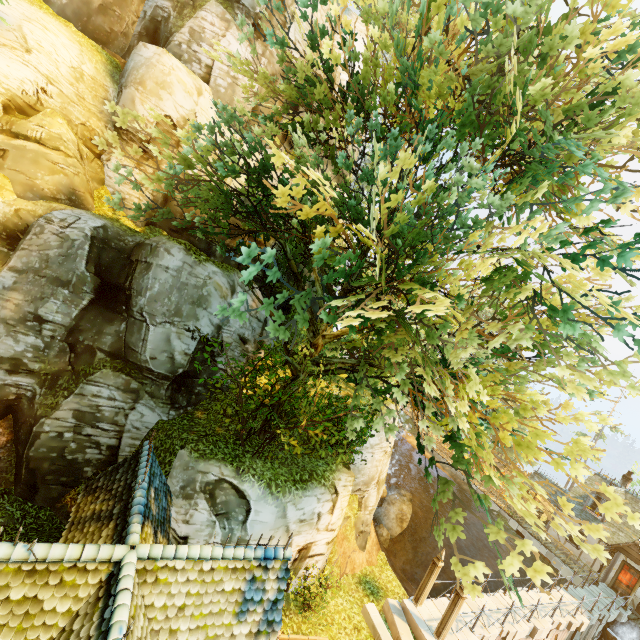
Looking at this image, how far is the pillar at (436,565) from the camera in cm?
1369

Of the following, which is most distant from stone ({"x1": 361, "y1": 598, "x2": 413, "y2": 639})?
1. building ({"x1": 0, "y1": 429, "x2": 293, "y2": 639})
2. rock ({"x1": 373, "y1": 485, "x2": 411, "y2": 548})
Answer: rock ({"x1": 373, "y1": 485, "x2": 411, "y2": 548})

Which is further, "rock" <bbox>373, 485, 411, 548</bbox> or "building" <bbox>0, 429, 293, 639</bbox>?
"rock" <bbox>373, 485, 411, 548</bbox>

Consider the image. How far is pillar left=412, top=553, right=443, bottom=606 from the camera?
13.7 meters

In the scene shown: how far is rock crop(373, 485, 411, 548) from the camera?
27.3 meters

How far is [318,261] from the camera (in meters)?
5.91

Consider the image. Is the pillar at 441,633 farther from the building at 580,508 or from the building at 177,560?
the building at 580,508

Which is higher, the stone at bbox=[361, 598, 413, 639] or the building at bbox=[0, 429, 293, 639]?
the building at bbox=[0, 429, 293, 639]
